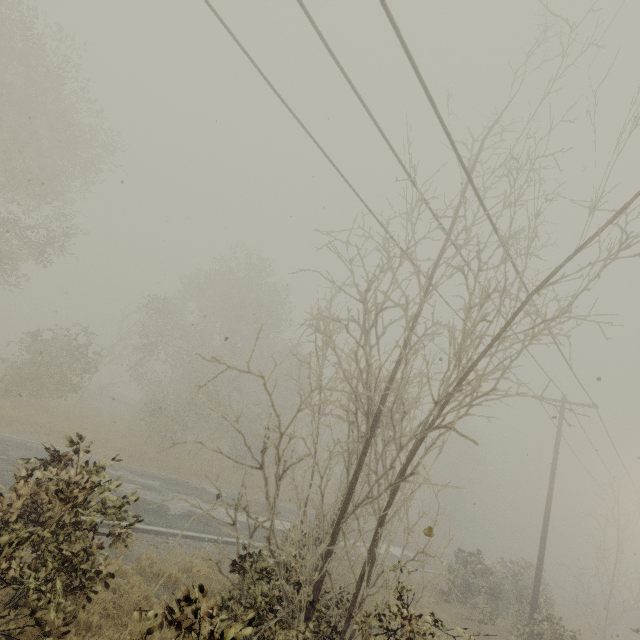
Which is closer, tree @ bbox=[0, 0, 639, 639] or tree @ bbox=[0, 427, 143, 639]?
tree @ bbox=[0, 427, 143, 639]

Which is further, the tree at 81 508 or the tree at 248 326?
the tree at 248 326

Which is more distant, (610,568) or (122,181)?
(610,568)
